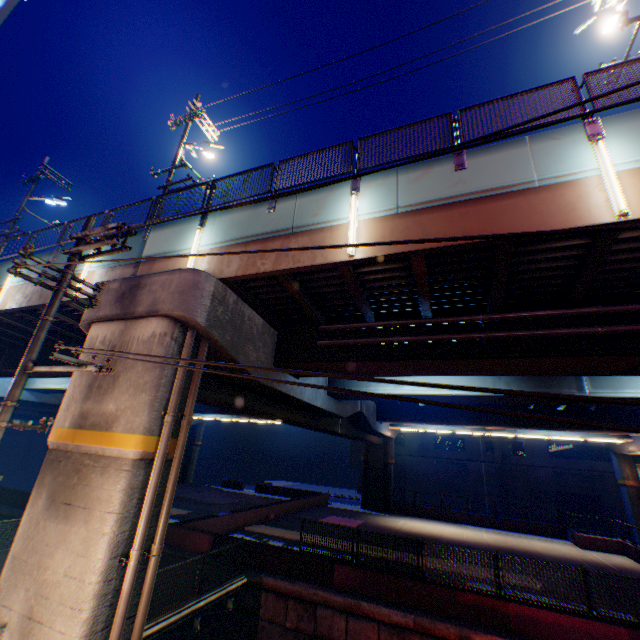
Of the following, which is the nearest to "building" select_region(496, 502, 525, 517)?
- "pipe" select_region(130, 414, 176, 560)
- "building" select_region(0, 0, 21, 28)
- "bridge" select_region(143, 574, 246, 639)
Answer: "bridge" select_region(143, 574, 246, 639)

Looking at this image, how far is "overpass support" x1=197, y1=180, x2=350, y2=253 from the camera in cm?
821

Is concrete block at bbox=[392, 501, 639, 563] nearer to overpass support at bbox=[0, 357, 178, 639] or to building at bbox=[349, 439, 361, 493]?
overpass support at bbox=[0, 357, 178, 639]

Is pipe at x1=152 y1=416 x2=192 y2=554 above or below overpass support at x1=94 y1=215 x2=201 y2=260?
below

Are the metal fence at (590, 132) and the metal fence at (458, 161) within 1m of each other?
no

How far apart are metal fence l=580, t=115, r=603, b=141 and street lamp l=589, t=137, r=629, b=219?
Answer: 0.0m

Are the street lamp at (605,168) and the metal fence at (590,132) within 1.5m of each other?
yes

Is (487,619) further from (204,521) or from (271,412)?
(204,521)
